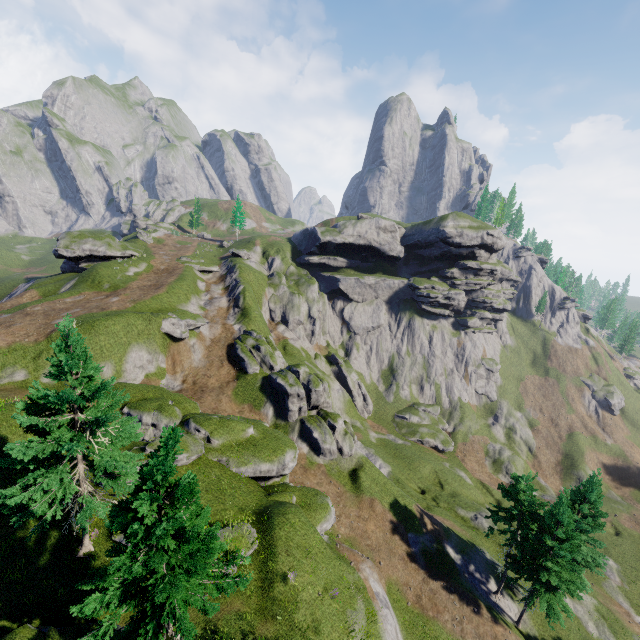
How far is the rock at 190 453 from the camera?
22.4 meters

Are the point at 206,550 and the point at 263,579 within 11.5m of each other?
yes

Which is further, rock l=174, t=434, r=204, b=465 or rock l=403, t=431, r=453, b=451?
rock l=403, t=431, r=453, b=451

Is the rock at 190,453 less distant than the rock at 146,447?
No

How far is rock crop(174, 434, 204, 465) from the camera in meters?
22.4

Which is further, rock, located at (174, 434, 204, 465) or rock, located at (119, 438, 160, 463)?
rock, located at (174, 434, 204, 465)

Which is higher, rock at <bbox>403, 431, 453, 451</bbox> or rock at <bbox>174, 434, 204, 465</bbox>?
rock at <bbox>174, 434, 204, 465</bbox>
